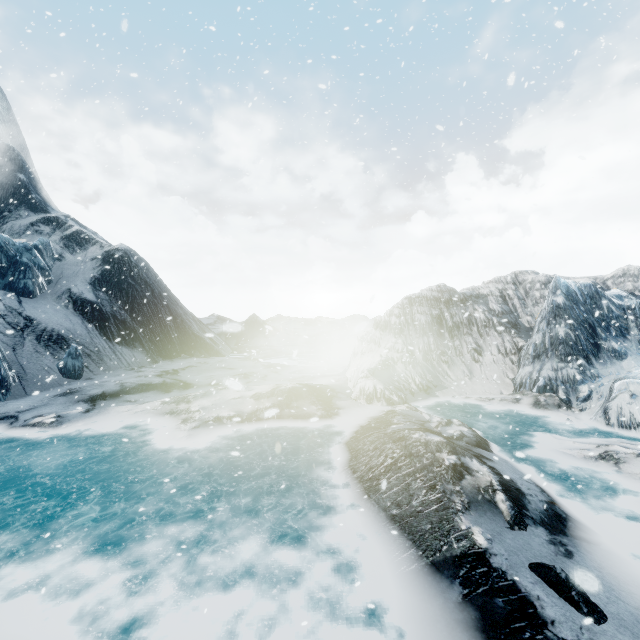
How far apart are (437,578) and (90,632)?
4.7 meters
